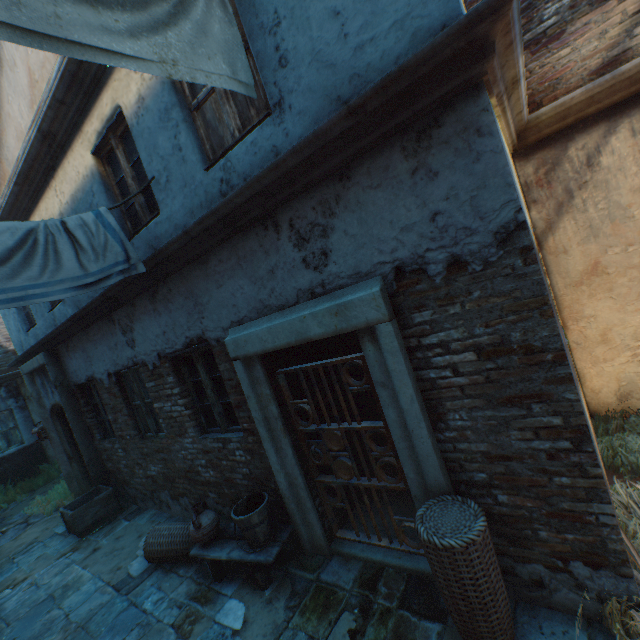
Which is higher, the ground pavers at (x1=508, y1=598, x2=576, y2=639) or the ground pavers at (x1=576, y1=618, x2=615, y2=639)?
the ground pavers at (x1=508, y1=598, x2=576, y2=639)

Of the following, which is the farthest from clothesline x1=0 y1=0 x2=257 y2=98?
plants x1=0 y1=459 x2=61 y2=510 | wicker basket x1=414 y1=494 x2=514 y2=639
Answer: plants x1=0 y1=459 x2=61 y2=510

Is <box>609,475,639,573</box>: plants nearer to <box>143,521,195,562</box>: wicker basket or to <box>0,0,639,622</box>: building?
<box>0,0,639,622</box>: building

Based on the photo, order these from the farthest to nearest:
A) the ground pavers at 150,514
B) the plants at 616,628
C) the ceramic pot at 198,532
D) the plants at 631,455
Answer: the ground pavers at 150,514
the ceramic pot at 198,532
the plants at 631,455
the plants at 616,628

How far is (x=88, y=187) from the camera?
4.7m

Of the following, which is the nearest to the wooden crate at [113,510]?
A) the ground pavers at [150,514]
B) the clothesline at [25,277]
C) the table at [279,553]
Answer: the ground pavers at [150,514]

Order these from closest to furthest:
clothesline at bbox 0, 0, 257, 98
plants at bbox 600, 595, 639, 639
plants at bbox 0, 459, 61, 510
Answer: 1. clothesline at bbox 0, 0, 257, 98
2. plants at bbox 600, 595, 639, 639
3. plants at bbox 0, 459, 61, 510

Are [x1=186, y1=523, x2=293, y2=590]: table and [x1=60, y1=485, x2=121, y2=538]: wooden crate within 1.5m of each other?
no
